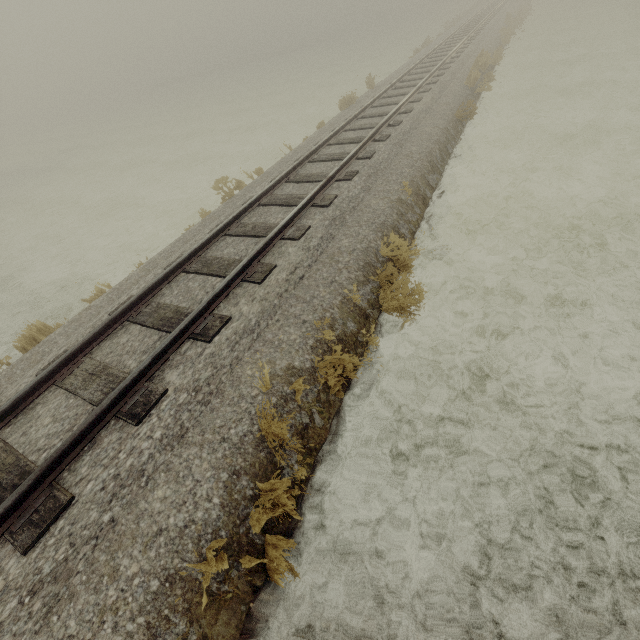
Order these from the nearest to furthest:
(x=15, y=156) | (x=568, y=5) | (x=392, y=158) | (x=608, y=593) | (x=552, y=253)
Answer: (x=608, y=593), (x=552, y=253), (x=392, y=158), (x=568, y=5), (x=15, y=156)
